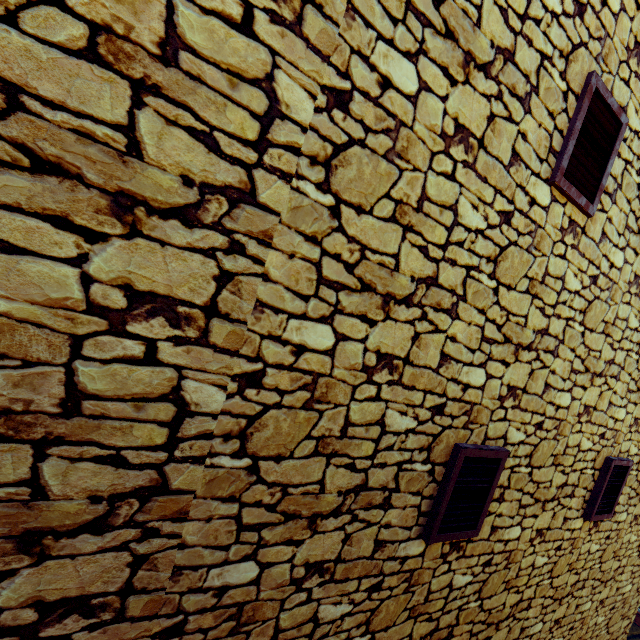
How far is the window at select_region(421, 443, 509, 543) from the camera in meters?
2.2

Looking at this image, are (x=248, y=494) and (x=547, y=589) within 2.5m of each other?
no

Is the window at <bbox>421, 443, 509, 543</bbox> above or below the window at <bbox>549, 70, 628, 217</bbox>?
below

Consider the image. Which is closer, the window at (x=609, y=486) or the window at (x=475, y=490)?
the window at (x=475, y=490)

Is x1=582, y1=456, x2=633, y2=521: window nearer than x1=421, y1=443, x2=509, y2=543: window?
No
